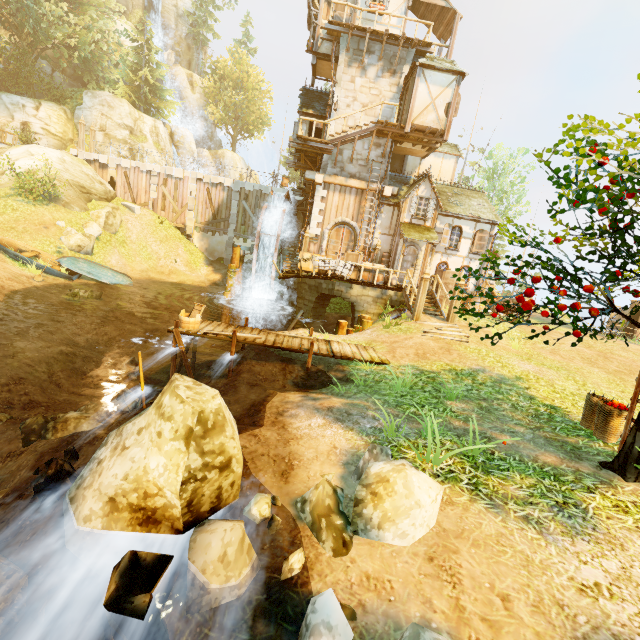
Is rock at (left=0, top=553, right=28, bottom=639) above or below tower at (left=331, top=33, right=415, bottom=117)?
below

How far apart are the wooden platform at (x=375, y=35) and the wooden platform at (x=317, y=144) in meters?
5.9

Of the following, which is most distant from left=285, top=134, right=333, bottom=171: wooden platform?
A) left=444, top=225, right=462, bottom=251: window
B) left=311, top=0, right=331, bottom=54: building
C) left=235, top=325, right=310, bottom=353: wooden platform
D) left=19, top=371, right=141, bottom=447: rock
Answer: left=19, top=371, right=141, bottom=447: rock

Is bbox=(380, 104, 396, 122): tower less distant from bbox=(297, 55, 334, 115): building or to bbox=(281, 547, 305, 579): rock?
bbox=(297, 55, 334, 115): building

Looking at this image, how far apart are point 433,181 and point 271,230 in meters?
11.6

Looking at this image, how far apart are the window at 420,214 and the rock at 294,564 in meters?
16.3 m

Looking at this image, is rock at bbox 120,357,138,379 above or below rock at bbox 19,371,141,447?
below

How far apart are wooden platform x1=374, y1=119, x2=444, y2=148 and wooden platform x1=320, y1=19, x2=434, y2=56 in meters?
4.4 m
